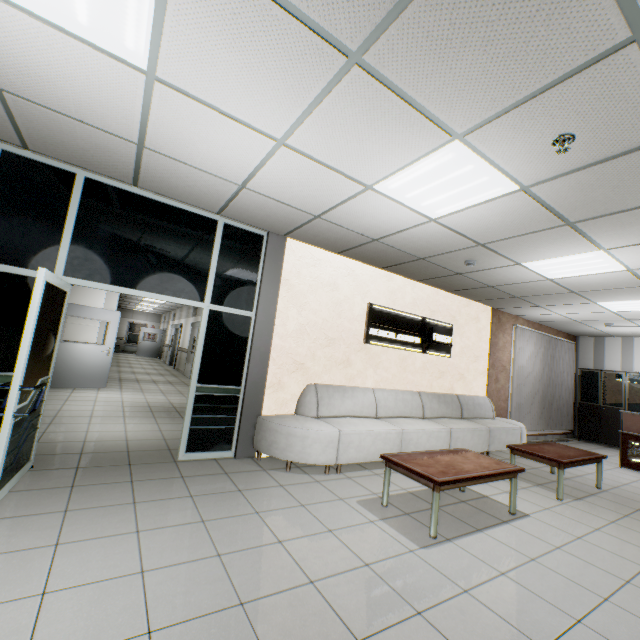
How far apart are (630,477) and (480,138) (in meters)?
7.46

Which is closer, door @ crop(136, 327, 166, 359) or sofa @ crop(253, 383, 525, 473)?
sofa @ crop(253, 383, 525, 473)

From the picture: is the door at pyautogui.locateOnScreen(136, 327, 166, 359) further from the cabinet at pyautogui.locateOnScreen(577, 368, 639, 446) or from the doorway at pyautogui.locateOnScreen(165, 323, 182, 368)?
the cabinet at pyautogui.locateOnScreen(577, 368, 639, 446)

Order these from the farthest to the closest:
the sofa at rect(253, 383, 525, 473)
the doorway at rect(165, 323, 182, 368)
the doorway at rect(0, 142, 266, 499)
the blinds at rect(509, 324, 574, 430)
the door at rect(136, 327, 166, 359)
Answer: the door at rect(136, 327, 166, 359), the doorway at rect(165, 323, 182, 368), the blinds at rect(509, 324, 574, 430), the sofa at rect(253, 383, 525, 473), the doorway at rect(0, 142, 266, 499)

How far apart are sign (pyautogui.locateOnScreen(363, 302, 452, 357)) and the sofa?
0.8 meters

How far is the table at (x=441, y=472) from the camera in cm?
309

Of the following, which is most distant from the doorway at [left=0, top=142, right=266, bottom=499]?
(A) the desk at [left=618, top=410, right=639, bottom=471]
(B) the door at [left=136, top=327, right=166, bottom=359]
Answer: (B) the door at [left=136, top=327, right=166, bottom=359]

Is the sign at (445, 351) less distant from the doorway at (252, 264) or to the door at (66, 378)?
the doorway at (252, 264)
